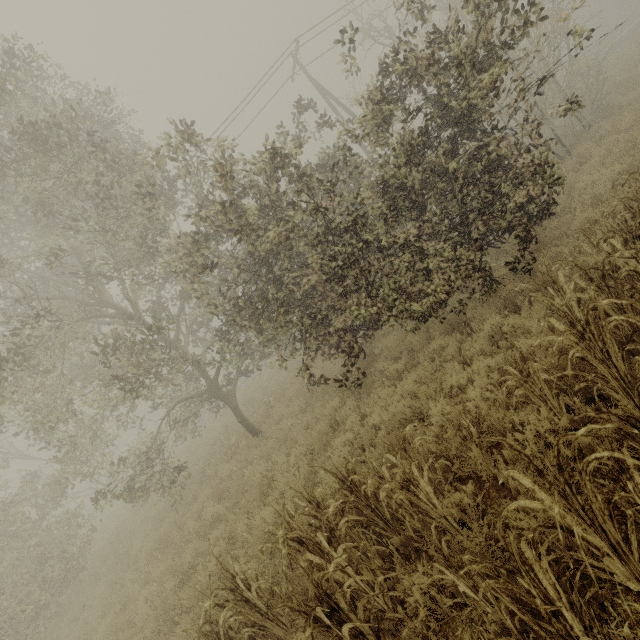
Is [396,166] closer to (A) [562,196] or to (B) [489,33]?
(B) [489,33]
